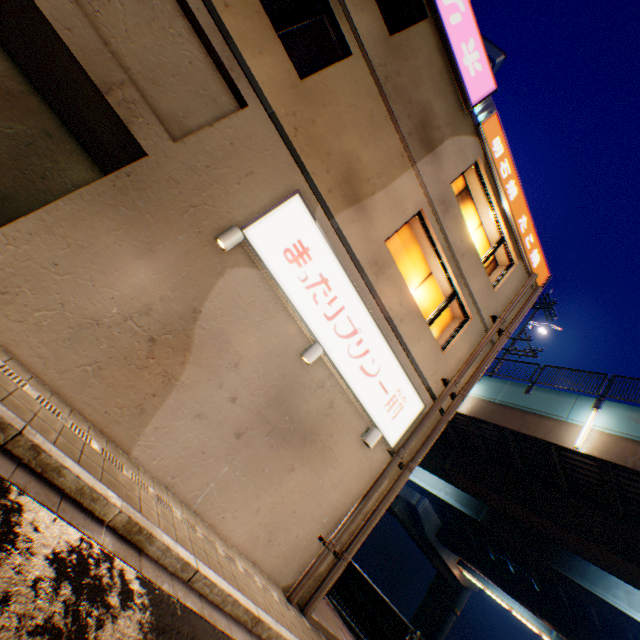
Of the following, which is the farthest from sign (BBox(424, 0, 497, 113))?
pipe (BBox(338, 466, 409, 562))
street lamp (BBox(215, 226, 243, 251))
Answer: street lamp (BBox(215, 226, 243, 251))

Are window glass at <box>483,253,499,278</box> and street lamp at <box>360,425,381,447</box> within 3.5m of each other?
no

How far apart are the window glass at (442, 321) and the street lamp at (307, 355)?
3.3m

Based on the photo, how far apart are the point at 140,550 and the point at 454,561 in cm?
3949

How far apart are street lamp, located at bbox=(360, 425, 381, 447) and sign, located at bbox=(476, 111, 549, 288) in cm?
784

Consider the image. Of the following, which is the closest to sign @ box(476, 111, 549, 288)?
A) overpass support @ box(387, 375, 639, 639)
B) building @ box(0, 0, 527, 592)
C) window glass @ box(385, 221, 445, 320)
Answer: building @ box(0, 0, 527, 592)

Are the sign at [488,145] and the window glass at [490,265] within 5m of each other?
yes

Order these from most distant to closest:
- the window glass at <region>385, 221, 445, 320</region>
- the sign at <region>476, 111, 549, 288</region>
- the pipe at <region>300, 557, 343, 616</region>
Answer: the sign at <region>476, 111, 549, 288</region> → the window glass at <region>385, 221, 445, 320</region> → the pipe at <region>300, 557, 343, 616</region>
